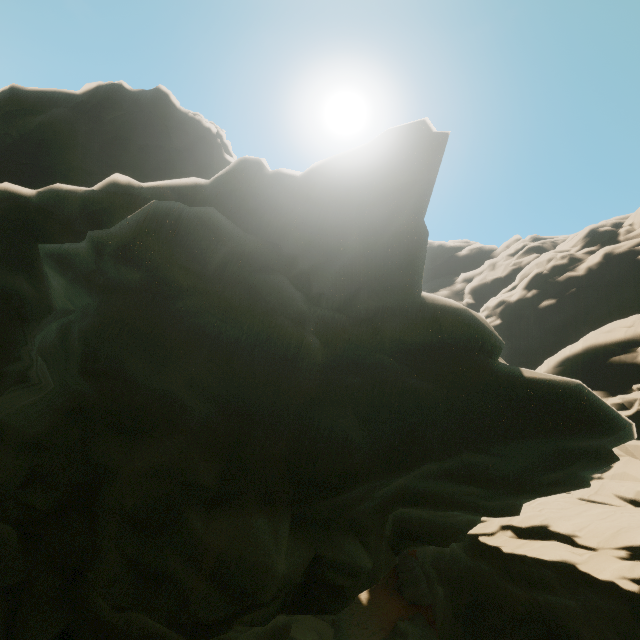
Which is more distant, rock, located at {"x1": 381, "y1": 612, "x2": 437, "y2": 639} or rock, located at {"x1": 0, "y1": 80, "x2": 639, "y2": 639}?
rock, located at {"x1": 381, "y1": 612, "x2": 437, "y2": 639}

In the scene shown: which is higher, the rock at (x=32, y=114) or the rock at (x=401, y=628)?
the rock at (x=32, y=114)

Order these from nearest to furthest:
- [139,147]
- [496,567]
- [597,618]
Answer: [597,618]
[496,567]
[139,147]

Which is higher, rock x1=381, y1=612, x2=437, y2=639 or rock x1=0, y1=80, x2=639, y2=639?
rock x1=0, y1=80, x2=639, y2=639

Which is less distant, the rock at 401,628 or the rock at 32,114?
the rock at 32,114
